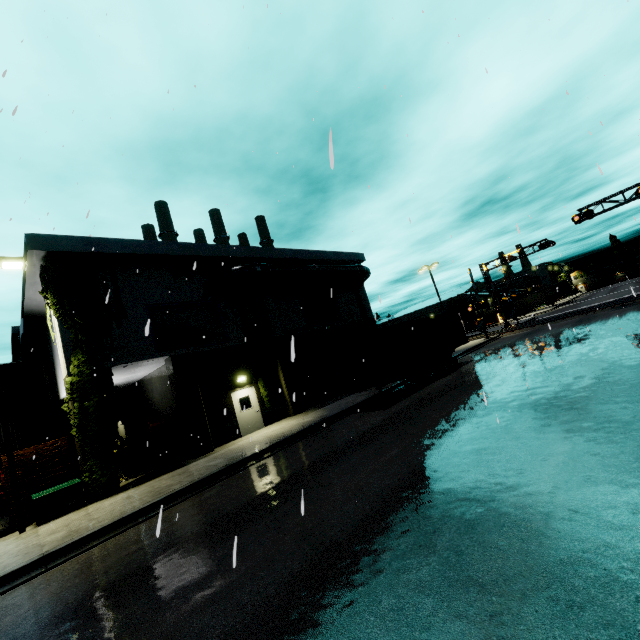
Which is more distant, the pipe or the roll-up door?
the roll-up door

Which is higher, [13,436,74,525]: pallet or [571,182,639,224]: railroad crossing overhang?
[571,182,639,224]: railroad crossing overhang

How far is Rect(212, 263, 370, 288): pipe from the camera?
18.3 meters

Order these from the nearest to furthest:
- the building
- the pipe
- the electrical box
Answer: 1. the electrical box
2. the building
3. the pipe

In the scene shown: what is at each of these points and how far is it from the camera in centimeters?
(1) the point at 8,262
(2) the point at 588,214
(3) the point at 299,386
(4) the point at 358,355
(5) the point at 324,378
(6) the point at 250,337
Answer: (1) light, 1236cm
(2) railroad crossing overhang, 2688cm
(3) building, 2052cm
(4) cargo container door, 1508cm
(5) roll-up door, 2252cm
(6) tree, 1894cm

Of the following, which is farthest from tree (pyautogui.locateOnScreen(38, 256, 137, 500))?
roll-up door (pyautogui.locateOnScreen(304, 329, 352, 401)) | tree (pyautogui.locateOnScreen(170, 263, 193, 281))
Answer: roll-up door (pyautogui.locateOnScreen(304, 329, 352, 401))

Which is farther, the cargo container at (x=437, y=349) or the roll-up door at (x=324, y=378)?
the roll-up door at (x=324, y=378)

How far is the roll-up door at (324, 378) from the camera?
22.12m
